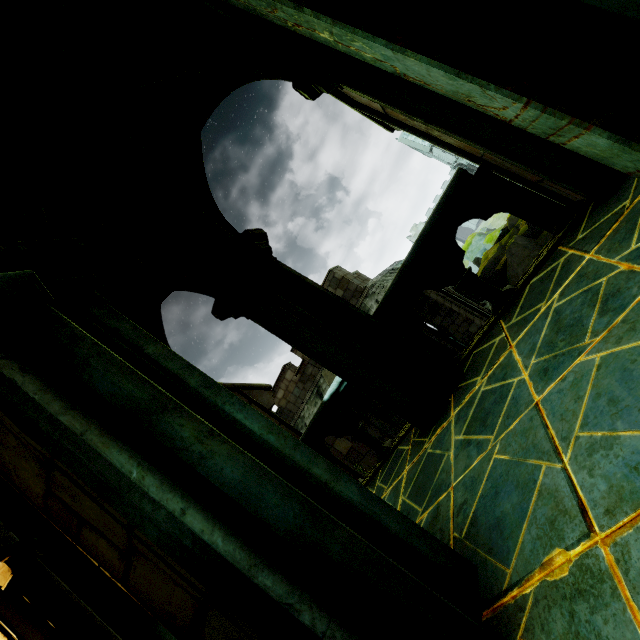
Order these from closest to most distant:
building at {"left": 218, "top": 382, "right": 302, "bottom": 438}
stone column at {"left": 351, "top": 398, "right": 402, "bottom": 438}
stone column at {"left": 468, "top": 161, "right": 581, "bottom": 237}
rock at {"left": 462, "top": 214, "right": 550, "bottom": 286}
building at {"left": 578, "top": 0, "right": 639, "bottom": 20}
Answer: building at {"left": 578, "top": 0, "right": 639, "bottom": 20}
stone column at {"left": 468, "top": 161, "right": 581, "bottom": 237}
building at {"left": 218, "top": 382, "right": 302, "bottom": 438}
stone column at {"left": 351, "top": 398, "right": 402, "bottom": 438}
rock at {"left": 462, "top": 214, "right": 550, "bottom": 286}

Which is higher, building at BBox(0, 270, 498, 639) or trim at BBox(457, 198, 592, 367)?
building at BBox(0, 270, 498, 639)

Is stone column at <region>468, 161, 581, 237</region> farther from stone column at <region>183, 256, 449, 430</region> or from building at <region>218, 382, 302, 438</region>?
stone column at <region>183, 256, 449, 430</region>

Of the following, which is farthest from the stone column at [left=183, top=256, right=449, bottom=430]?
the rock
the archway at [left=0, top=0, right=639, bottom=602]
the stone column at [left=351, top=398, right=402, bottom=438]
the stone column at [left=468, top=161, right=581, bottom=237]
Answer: the rock

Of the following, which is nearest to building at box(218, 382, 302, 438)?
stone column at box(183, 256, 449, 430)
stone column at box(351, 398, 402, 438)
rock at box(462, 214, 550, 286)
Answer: stone column at box(183, 256, 449, 430)

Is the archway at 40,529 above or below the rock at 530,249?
above

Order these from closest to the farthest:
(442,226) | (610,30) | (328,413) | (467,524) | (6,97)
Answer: (610,30) < (467,524) < (6,97) < (442,226) < (328,413)

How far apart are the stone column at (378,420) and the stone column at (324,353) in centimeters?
1077cm
